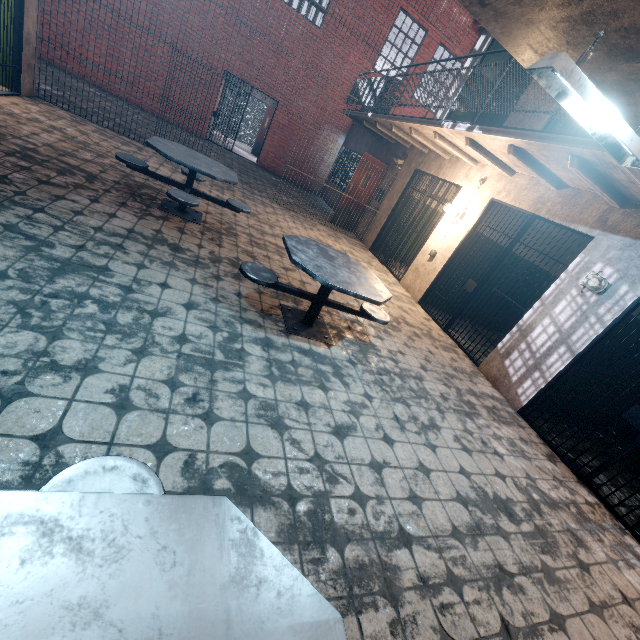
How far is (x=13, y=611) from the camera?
0.6m

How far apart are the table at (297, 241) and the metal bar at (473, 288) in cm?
232

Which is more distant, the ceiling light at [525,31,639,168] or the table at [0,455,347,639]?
the ceiling light at [525,31,639,168]

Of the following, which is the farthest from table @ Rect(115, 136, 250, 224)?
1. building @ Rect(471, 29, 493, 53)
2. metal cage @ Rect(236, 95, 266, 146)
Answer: metal cage @ Rect(236, 95, 266, 146)

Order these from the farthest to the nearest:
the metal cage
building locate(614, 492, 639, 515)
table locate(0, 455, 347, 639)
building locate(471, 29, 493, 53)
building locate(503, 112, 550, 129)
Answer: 1. the metal cage
2. building locate(471, 29, 493, 53)
3. building locate(503, 112, 550, 129)
4. building locate(614, 492, 639, 515)
5. table locate(0, 455, 347, 639)

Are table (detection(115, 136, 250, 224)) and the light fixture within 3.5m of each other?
no

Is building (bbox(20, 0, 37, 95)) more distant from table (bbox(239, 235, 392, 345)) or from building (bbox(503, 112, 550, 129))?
building (bbox(503, 112, 550, 129))

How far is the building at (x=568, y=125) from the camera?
5.6 meters
